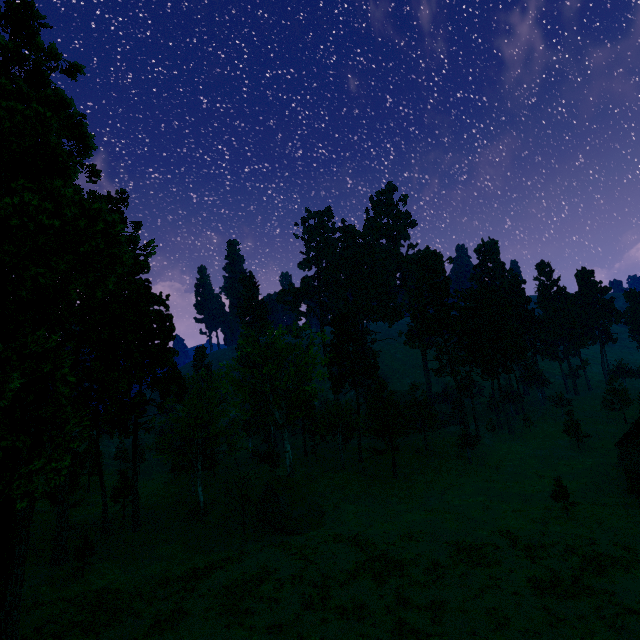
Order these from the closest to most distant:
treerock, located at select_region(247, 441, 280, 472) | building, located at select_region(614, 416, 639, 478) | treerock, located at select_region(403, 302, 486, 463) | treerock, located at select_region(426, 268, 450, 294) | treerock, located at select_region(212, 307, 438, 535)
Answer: building, located at select_region(614, 416, 639, 478), treerock, located at select_region(212, 307, 438, 535), treerock, located at select_region(247, 441, 280, 472), treerock, located at select_region(403, 302, 486, 463), treerock, located at select_region(426, 268, 450, 294)

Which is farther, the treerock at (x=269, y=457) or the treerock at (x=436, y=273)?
the treerock at (x=436, y=273)

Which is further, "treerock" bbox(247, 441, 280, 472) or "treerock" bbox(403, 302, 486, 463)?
"treerock" bbox(403, 302, 486, 463)

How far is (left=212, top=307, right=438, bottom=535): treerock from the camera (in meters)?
37.06

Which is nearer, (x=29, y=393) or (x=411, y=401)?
(x=29, y=393)

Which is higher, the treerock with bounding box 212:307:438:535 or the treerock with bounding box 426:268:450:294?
the treerock with bounding box 426:268:450:294

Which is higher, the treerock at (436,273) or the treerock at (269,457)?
the treerock at (436,273)
